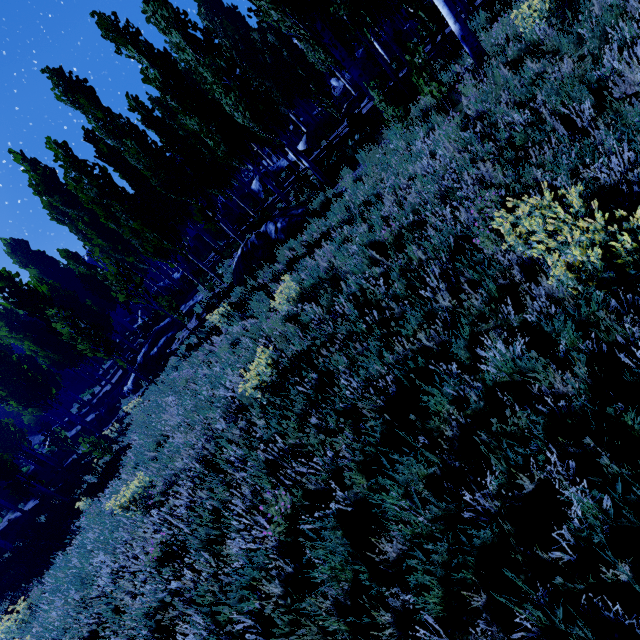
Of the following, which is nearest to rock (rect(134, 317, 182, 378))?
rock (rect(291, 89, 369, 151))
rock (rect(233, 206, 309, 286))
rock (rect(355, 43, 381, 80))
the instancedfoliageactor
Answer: the instancedfoliageactor

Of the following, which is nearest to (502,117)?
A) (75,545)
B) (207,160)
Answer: (75,545)

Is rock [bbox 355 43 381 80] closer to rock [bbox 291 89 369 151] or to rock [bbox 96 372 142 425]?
rock [bbox 291 89 369 151]

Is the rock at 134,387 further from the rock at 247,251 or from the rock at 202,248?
the rock at 202,248

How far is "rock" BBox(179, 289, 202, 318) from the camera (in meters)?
16.67

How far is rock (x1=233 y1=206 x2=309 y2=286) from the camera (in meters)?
10.95

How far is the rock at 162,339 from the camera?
17.0m

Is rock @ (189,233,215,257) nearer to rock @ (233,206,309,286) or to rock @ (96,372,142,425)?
rock @ (233,206,309,286)
